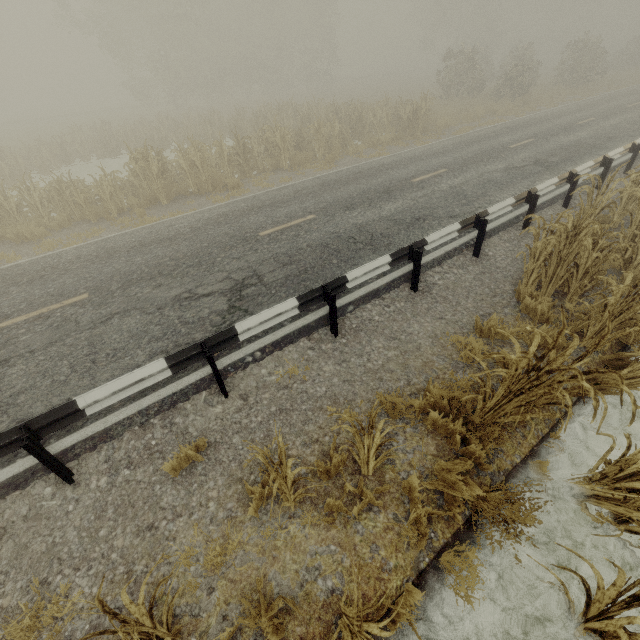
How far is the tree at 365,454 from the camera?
3.03m

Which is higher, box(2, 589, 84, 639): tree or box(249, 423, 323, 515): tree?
box(249, 423, 323, 515): tree

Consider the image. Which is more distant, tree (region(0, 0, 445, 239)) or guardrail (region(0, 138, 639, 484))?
tree (region(0, 0, 445, 239))

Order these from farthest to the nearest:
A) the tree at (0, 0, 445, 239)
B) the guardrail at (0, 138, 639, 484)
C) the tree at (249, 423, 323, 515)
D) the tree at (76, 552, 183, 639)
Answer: the tree at (0, 0, 445, 239), the guardrail at (0, 138, 639, 484), the tree at (249, 423, 323, 515), the tree at (76, 552, 183, 639)

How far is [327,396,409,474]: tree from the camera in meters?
3.0

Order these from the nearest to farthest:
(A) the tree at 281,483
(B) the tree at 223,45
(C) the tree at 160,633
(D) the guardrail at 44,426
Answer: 1. (C) the tree at 160,633
2. (A) the tree at 281,483
3. (D) the guardrail at 44,426
4. (B) the tree at 223,45

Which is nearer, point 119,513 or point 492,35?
point 119,513
